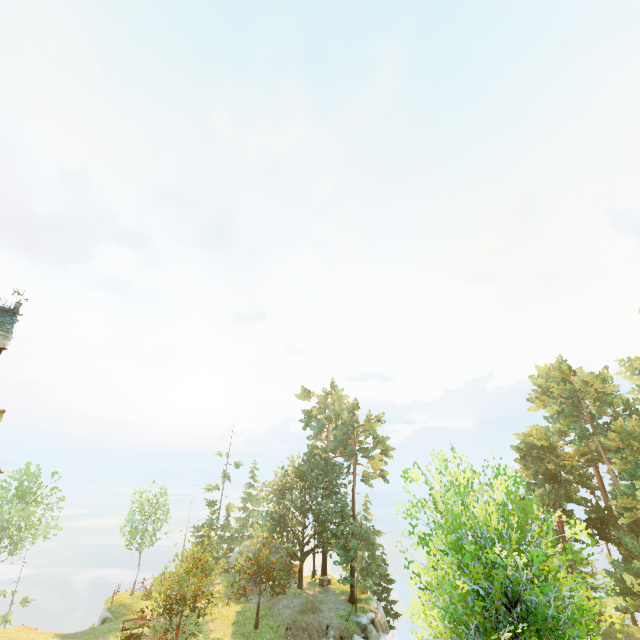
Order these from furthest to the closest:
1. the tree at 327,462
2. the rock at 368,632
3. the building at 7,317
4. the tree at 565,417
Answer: the rock at 368,632 → the tree at 327,462 → the building at 7,317 → the tree at 565,417

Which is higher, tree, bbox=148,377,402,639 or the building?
the building

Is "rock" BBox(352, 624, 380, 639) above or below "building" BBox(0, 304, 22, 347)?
below

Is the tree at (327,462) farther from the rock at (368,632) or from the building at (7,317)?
the building at (7,317)

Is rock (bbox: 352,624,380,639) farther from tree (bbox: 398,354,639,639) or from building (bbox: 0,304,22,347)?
building (bbox: 0,304,22,347)

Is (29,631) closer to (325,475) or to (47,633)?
(47,633)

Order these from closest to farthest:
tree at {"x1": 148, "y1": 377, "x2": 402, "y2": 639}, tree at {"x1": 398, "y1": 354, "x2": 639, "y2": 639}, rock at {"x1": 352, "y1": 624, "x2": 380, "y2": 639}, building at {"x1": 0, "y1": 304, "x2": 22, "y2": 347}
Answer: tree at {"x1": 398, "y1": 354, "x2": 639, "y2": 639}
building at {"x1": 0, "y1": 304, "x2": 22, "y2": 347}
tree at {"x1": 148, "y1": 377, "x2": 402, "y2": 639}
rock at {"x1": 352, "y1": 624, "x2": 380, "y2": 639}
